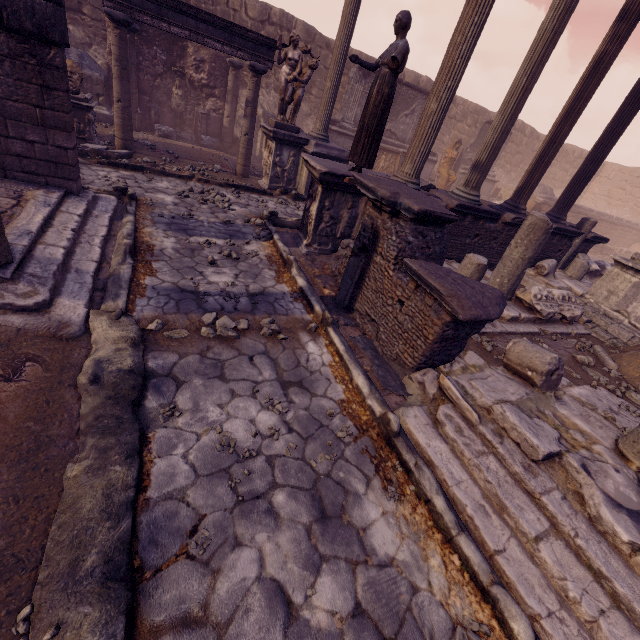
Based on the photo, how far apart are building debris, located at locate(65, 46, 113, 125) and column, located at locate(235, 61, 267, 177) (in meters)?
5.00

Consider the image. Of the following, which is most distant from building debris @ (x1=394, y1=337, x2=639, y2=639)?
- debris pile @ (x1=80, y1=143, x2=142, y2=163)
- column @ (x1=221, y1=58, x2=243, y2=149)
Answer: column @ (x1=221, y1=58, x2=243, y2=149)

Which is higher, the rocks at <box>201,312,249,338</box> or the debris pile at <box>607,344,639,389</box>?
the debris pile at <box>607,344,639,389</box>

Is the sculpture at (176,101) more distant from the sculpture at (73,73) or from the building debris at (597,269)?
the building debris at (597,269)

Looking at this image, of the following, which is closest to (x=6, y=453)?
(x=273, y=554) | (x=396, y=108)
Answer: (x=273, y=554)

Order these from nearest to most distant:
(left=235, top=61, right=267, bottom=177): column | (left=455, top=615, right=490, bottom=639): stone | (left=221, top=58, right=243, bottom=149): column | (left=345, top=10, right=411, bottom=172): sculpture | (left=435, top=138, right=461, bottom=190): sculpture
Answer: (left=455, top=615, right=490, bottom=639): stone → (left=345, top=10, right=411, bottom=172): sculpture → (left=235, top=61, right=267, bottom=177): column → (left=221, top=58, right=243, bottom=149): column → (left=435, top=138, right=461, bottom=190): sculpture

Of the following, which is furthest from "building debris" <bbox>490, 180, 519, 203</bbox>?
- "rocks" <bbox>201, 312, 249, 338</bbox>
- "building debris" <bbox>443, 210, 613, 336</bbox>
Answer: "rocks" <bbox>201, 312, 249, 338</bbox>

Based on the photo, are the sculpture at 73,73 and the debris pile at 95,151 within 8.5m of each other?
yes
